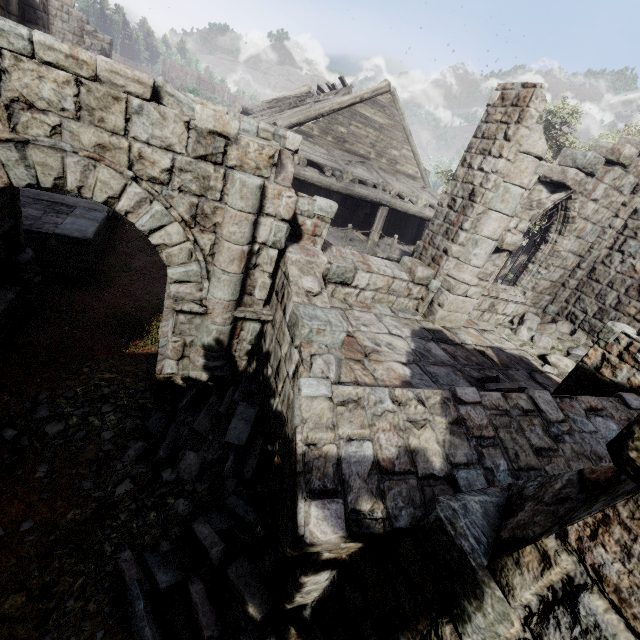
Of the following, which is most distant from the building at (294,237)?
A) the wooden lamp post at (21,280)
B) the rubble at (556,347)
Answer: the wooden lamp post at (21,280)

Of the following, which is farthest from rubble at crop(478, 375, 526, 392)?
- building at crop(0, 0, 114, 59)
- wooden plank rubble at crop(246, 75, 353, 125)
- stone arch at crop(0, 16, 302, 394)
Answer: wooden plank rubble at crop(246, 75, 353, 125)

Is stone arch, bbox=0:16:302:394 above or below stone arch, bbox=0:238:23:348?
above

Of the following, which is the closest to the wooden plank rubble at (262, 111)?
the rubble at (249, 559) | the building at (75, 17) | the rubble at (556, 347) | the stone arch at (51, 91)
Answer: the building at (75, 17)

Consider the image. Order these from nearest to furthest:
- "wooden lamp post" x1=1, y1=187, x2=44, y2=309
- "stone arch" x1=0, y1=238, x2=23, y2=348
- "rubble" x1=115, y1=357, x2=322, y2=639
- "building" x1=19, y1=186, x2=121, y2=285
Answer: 1. "rubble" x1=115, y1=357, x2=322, y2=639
2. "stone arch" x1=0, y1=238, x2=23, y2=348
3. "wooden lamp post" x1=1, y1=187, x2=44, y2=309
4. "building" x1=19, y1=186, x2=121, y2=285

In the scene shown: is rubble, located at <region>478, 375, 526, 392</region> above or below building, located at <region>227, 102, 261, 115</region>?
below

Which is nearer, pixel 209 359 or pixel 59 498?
pixel 59 498

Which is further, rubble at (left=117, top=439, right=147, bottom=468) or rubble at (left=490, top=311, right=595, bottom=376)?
rubble at (left=490, top=311, right=595, bottom=376)
